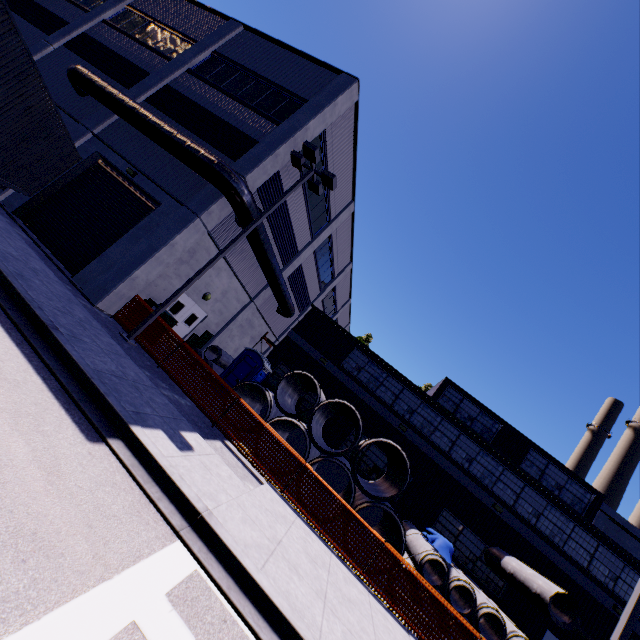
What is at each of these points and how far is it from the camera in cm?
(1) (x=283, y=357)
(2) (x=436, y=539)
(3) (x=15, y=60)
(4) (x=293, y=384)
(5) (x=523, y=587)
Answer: (1) building, 2036
(2) tarp, 1231
(3) cargo container, 526
(4) concrete pipe, 1599
(5) concrete pipe, 1241

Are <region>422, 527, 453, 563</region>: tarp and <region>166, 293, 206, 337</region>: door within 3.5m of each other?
no

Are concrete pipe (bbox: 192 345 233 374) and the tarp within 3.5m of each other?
no

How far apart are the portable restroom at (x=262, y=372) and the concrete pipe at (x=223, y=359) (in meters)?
0.38

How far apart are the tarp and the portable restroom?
10.1 meters

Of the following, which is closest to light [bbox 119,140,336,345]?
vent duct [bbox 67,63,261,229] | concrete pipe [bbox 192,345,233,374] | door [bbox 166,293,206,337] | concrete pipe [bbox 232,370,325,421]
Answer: vent duct [bbox 67,63,261,229]

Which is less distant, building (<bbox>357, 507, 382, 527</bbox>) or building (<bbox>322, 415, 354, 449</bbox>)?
building (<bbox>357, 507, 382, 527</bbox>)

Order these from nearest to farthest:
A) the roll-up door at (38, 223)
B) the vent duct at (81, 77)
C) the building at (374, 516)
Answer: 1. the vent duct at (81, 77)
2. the roll-up door at (38, 223)
3. the building at (374, 516)
